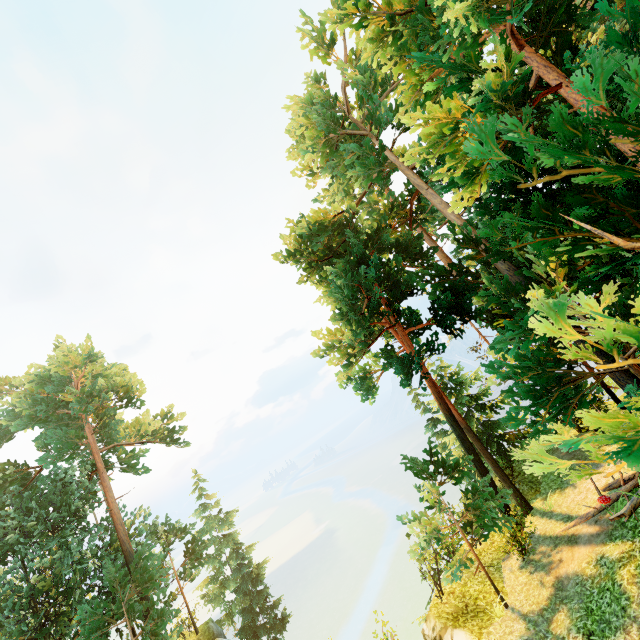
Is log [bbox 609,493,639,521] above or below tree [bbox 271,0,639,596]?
below

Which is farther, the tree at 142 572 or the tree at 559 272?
the tree at 142 572

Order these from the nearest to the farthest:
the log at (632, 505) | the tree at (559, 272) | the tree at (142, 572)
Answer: the tree at (559, 272) < the log at (632, 505) < the tree at (142, 572)

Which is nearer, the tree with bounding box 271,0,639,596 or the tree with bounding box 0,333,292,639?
the tree with bounding box 271,0,639,596

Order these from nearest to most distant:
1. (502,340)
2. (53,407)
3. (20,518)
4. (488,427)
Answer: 1. (502,340)
2. (20,518)
3. (488,427)
4. (53,407)

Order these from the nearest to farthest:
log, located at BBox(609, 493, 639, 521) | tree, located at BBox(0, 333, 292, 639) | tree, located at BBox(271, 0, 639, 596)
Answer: tree, located at BBox(271, 0, 639, 596), log, located at BBox(609, 493, 639, 521), tree, located at BBox(0, 333, 292, 639)

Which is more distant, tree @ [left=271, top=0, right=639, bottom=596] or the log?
the log
